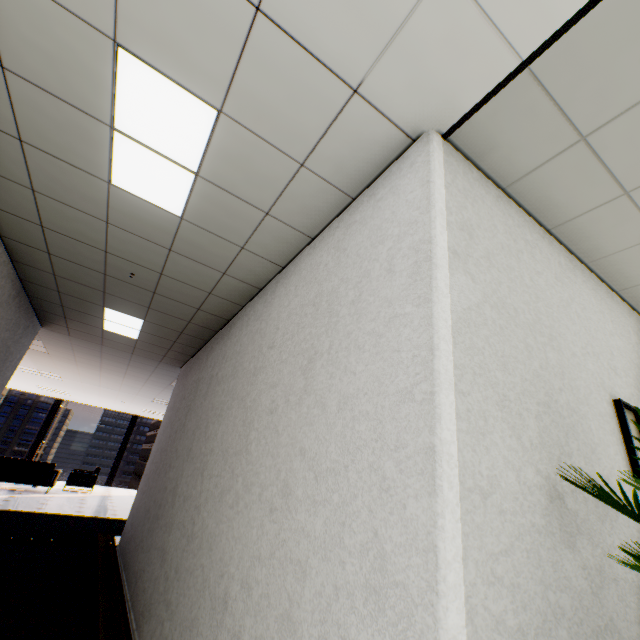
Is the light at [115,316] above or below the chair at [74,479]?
above

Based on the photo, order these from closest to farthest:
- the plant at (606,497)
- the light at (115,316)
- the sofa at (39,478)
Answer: the plant at (606,497), the light at (115,316), the sofa at (39,478)

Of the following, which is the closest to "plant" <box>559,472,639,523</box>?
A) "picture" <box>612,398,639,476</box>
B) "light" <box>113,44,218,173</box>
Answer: "picture" <box>612,398,639,476</box>

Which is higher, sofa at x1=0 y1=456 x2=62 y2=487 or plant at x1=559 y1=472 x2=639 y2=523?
plant at x1=559 y1=472 x2=639 y2=523

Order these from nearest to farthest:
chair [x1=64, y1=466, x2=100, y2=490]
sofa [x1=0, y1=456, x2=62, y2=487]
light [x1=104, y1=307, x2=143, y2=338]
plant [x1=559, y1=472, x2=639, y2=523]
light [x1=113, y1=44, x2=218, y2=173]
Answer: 1. plant [x1=559, y1=472, x2=639, y2=523]
2. light [x1=113, y1=44, x2=218, y2=173]
3. light [x1=104, y1=307, x2=143, y2=338]
4. sofa [x1=0, y1=456, x2=62, y2=487]
5. chair [x1=64, y1=466, x2=100, y2=490]

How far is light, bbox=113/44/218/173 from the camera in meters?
1.6 m

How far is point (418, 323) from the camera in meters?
1.2

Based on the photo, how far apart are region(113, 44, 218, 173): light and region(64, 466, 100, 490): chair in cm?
1222
